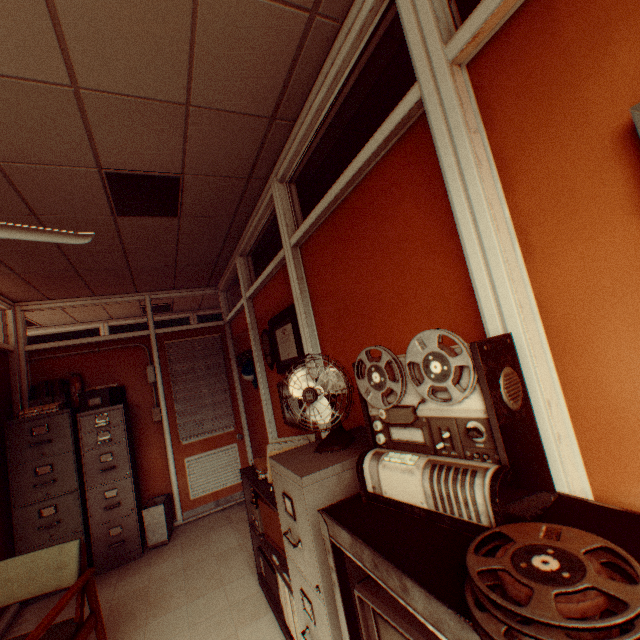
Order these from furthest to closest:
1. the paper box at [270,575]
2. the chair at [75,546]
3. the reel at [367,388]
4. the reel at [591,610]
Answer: the paper box at [270,575] → the chair at [75,546] → the reel at [367,388] → the reel at [591,610]

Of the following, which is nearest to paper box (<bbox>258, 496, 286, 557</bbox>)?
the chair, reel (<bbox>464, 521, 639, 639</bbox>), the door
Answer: the chair

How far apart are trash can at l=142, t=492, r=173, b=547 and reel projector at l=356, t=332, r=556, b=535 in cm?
413

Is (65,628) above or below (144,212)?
below

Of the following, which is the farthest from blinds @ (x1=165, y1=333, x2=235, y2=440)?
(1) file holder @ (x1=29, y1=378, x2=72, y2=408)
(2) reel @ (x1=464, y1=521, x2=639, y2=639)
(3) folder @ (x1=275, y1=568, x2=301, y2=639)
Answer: (2) reel @ (x1=464, y1=521, x2=639, y2=639)

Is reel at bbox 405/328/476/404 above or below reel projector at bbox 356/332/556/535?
above

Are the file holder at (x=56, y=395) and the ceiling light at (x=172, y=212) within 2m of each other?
no

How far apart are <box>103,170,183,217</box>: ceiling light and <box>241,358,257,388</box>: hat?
2.05m
